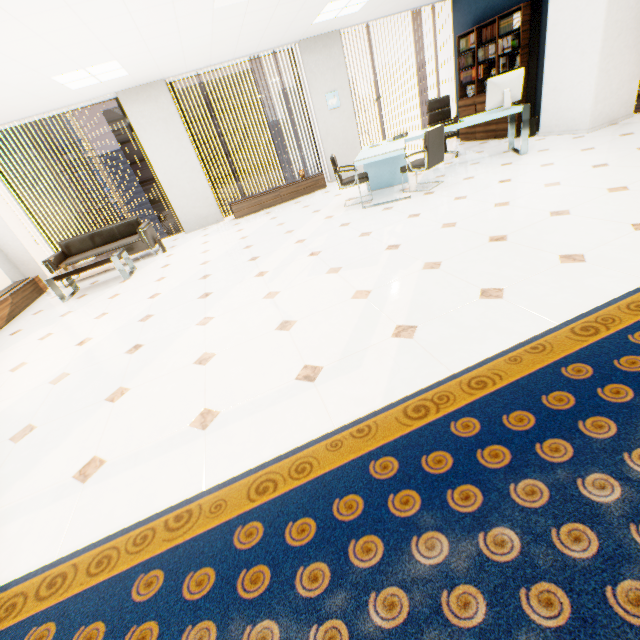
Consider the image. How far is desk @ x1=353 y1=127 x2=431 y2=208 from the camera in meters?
5.0 m

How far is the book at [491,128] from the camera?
7.1 meters

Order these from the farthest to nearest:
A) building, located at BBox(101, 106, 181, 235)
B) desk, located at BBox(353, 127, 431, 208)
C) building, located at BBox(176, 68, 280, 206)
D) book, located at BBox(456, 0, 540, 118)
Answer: building, located at BBox(176, 68, 280, 206) → building, located at BBox(101, 106, 181, 235) → book, located at BBox(456, 0, 540, 118) → desk, located at BBox(353, 127, 431, 208)

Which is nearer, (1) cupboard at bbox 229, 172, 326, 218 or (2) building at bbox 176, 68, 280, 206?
(1) cupboard at bbox 229, 172, 326, 218

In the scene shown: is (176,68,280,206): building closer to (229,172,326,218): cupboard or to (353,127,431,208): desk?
(229,172,326,218): cupboard

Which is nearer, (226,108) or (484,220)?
(484,220)

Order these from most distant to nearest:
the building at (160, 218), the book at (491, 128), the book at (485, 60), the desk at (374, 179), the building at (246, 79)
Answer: the building at (246, 79) → the building at (160, 218) → the book at (491, 128) → the book at (485, 60) → the desk at (374, 179)

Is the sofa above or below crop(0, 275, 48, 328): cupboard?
above
